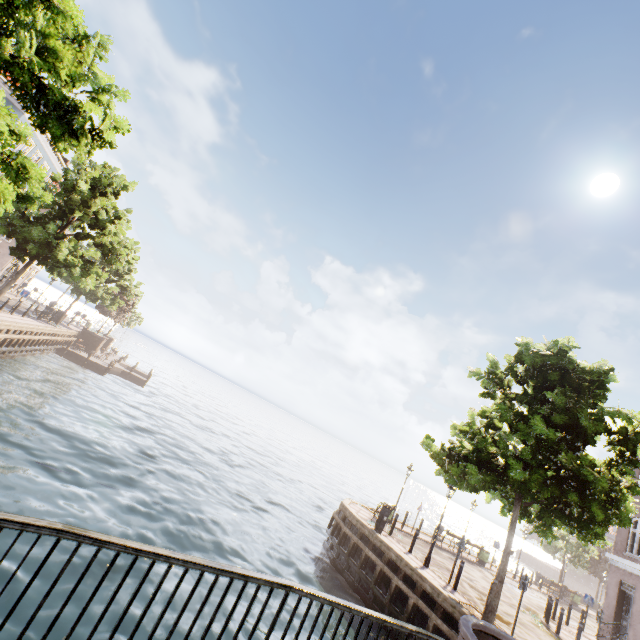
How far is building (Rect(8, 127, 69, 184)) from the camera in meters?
26.6 m

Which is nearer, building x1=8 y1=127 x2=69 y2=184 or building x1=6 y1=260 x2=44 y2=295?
building x1=8 y1=127 x2=69 y2=184

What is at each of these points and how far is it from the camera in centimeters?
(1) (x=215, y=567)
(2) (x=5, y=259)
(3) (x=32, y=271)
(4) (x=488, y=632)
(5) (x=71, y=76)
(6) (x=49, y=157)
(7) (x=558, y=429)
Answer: (1) bridge, 341cm
(2) building, 3219cm
(3) building, 3800cm
(4) bridge, 725cm
(5) tree, 765cm
(6) building, 2992cm
(7) tree, 1223cm

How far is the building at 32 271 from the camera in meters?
36.7

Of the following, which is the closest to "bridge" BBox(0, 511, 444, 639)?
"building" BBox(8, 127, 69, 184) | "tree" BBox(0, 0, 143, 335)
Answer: "tree" BBox(0, 0, 143, 335)

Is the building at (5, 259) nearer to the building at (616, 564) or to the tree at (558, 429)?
the tree at (558, 429)

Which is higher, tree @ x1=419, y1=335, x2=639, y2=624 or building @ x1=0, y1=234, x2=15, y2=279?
tree @ x1=419, y1=335, x2=639, y2=624
